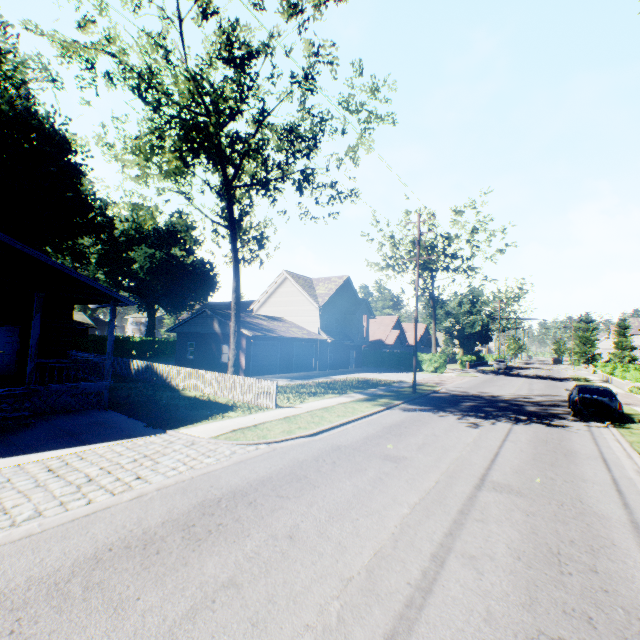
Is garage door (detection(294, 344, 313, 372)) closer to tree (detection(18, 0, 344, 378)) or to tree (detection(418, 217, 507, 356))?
tree (detection(18, 0, 344, 378))

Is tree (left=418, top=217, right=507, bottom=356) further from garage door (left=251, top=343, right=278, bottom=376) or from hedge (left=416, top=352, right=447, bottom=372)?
garage door (left=251, top=343, right=278, bottom=376)

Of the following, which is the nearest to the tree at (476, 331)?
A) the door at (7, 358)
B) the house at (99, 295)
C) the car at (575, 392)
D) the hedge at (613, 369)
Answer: the car at (575, 392)

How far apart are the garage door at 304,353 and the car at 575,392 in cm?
2083

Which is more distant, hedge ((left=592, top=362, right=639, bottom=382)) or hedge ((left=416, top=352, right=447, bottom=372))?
hedge ((left=416, top=352, right=447, bottom=372))

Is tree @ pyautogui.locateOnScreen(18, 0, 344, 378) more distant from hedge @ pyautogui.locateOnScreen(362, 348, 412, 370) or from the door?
hedge @ pyautogui.locateOnScreen(362, 348, 412, 370)

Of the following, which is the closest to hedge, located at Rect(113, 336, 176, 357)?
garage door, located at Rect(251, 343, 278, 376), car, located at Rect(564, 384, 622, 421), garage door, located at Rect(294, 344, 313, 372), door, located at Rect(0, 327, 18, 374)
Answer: garage door, located at Rect(294, 344, 313, 372)

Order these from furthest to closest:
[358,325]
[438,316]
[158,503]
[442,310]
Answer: [442,310] → [438,316] → [358,325] → [158,503]
